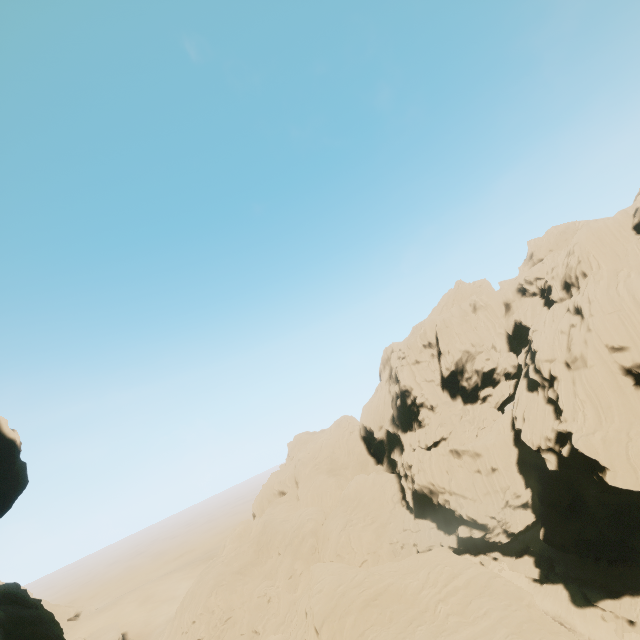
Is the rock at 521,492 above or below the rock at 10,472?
below

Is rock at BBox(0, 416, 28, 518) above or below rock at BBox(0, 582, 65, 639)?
above

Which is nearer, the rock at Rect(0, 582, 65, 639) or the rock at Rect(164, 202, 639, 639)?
the rock at Rect(164, 202, 639, 639)

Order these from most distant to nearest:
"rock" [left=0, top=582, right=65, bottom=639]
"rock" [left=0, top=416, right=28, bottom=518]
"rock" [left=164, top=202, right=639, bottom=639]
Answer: "rock" [left=0, top=582, right=65, bottom=639]
"rock" [left=164, top=202, right=639, bottom=639]
"rock" [left=0, top=416, right=28, bottom=518]

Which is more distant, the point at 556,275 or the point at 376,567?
the point at 556,275
